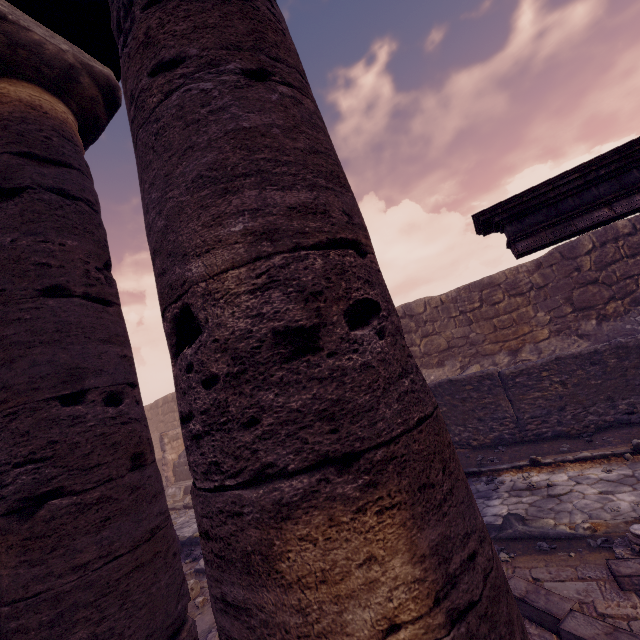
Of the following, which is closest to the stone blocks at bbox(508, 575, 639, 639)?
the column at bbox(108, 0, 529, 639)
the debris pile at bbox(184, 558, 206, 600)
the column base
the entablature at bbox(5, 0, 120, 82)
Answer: the column base

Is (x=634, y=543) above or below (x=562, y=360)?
below

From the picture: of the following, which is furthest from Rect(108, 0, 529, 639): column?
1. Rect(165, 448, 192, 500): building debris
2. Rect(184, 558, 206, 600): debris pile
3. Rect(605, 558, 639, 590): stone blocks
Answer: Rect(165, 448, 192, 500): building debris

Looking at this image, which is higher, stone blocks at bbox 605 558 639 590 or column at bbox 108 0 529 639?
column at bbox 108 0 529 639

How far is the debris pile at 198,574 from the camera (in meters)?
5.49

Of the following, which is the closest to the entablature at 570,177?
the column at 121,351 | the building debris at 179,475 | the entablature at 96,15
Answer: the entablature at 96,15

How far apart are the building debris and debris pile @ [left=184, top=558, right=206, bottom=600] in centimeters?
718cm

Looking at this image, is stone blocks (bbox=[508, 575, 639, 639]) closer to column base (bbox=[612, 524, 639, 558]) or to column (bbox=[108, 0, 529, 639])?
column base (bbox=[612, 524, 639, 558])
